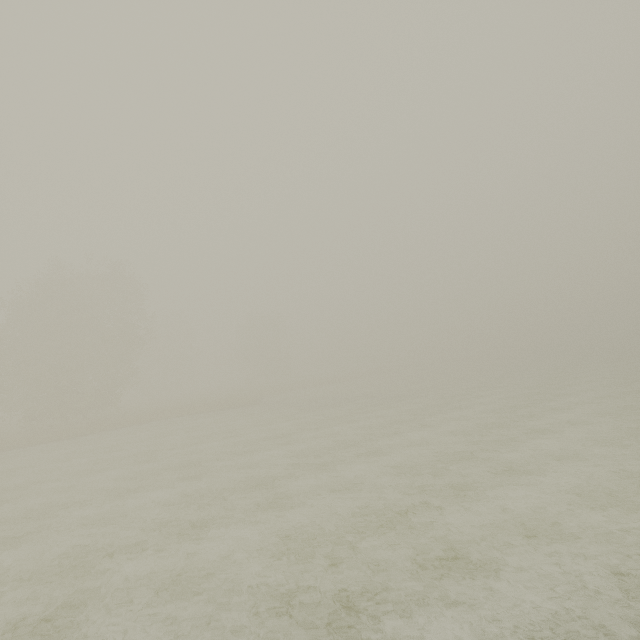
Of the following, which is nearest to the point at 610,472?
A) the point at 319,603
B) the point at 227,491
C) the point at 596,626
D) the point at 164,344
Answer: the point at 596,626
